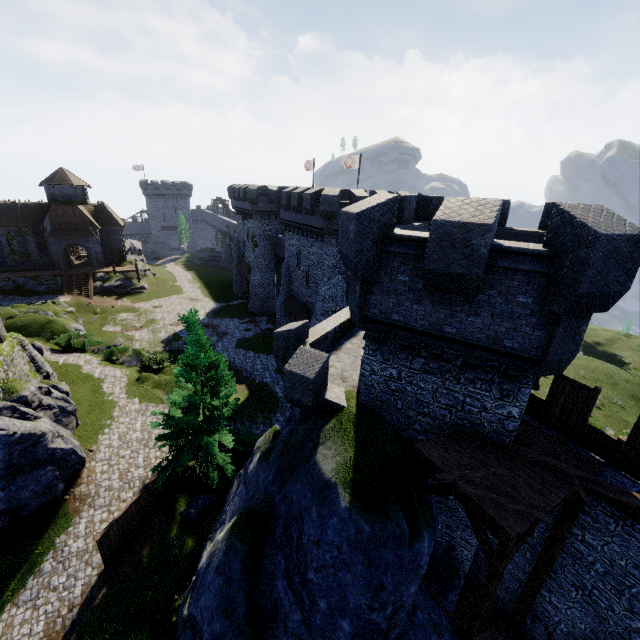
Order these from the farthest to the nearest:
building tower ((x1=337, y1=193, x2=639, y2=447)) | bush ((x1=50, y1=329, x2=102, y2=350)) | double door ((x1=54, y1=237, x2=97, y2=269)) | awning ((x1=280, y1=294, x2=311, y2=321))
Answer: double door ((x1=54, y1=237, x2=97, y2=269)) < awning ((x1=280, y1=294, x2=311, y2=321)) < bush ((x1=50, y1=329, x2=102, y2=350)) < building tower ((x1=337, y1=193, x2=639, y2=447))

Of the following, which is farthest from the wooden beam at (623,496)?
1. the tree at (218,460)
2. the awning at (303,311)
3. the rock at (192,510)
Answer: the awning at (303,311)

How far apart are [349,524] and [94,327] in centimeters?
4172cm

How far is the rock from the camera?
17.8 meters

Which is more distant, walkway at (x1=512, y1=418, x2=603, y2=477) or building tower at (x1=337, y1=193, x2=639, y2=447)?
walkway at (x1=512, y1=418, x2=603, y2=477)

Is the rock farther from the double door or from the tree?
the double door

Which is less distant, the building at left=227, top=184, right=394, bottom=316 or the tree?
the tree

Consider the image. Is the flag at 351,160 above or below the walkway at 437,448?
above
